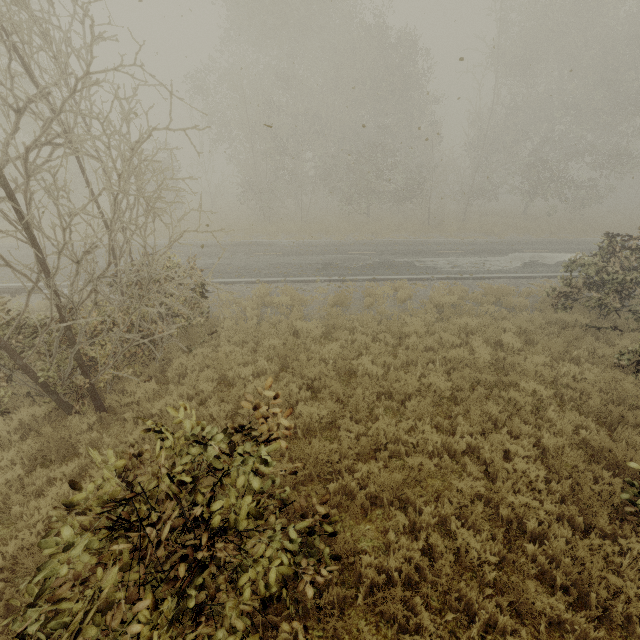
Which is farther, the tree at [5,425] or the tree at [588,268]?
the tree at [588,268]

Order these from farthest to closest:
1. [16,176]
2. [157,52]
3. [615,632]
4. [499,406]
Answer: Answer: [157,52] → [499,406] → [16,176] → [615,632]

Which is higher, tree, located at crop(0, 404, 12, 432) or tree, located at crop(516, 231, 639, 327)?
tree, located at crop(516, 231, 639, 327)

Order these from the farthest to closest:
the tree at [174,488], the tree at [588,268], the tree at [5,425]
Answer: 1. the tree at [588,268]
2. the tree at [5,425]
3. the tree at [174,488]

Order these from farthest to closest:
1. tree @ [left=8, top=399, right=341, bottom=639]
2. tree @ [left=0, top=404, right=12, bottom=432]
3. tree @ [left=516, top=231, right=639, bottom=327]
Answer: tree @ [left=516, top=231, right=639, bottom=327] → tree @ [left=0, top=404, right=12, bottom=432] → tree @ [left=8, top=399, right=341, bottom=639]

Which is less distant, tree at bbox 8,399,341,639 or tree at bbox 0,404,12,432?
tree at bbox 8,399,341,639
